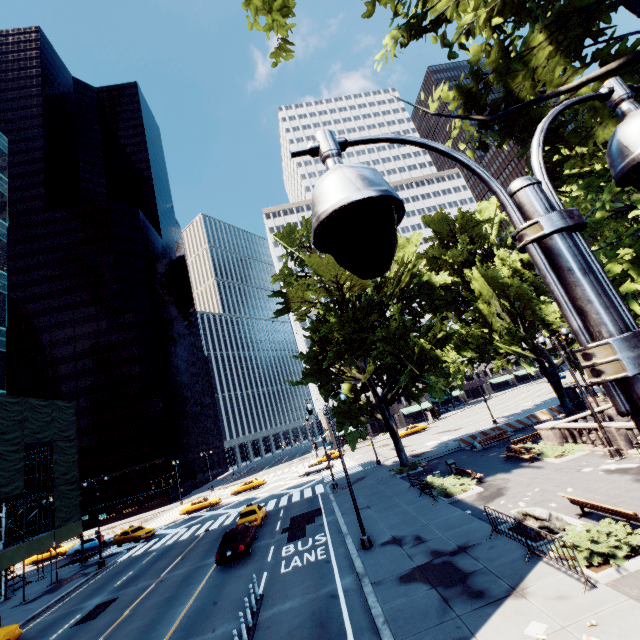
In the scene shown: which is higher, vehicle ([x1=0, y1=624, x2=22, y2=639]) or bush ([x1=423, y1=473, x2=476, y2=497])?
vehicle ([x1=0, y1=624, x2=22, y2=639])

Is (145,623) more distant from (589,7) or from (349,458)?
(349,458)

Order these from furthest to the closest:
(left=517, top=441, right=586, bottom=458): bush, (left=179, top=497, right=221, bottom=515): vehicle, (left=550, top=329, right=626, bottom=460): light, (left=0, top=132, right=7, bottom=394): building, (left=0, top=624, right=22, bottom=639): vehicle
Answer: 1. (left=179, top=497, right=221, bottom=515): vehicle
2. (left=0, top=132, right=7, bottom=394): building
3. (left=517, top=441, right=586, bottom=458): bush
4. (left=550, top=329, right=626, bottom=460): light
5. (left=0, top=624, right=22, bottom=639): vehicle

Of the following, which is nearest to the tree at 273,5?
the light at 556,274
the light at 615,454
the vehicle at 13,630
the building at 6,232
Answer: the light at 556,274

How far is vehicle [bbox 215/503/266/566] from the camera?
18.5 meters

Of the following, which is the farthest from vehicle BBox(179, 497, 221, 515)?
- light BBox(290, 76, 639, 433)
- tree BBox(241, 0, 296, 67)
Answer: light BBox(290, 76, 639, 433)

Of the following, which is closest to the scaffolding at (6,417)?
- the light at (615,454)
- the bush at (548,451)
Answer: the bush at (548,451)

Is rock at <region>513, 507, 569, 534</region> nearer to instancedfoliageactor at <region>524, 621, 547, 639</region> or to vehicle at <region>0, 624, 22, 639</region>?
instancedfoliageactor at <region>524, 621, 547, 639</region>
